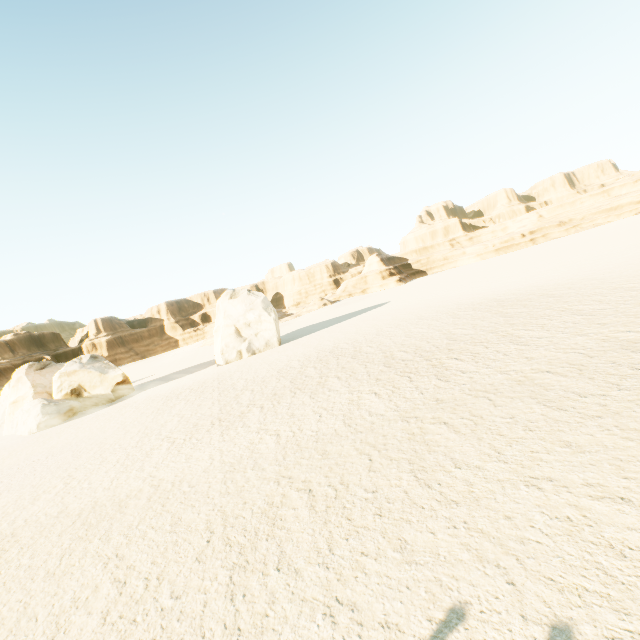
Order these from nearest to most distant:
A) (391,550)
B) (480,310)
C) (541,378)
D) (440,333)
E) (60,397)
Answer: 1. (391,550)
2. (541,378)
3. (440,333)
4. (480,310)
5. (60,397)

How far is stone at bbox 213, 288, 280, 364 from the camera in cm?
3170

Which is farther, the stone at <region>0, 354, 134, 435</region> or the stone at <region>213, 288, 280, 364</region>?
the stone at <region>213, 288, 280, 364</region>

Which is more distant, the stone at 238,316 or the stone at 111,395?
the stone at 238,316

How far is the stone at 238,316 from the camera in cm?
3170
